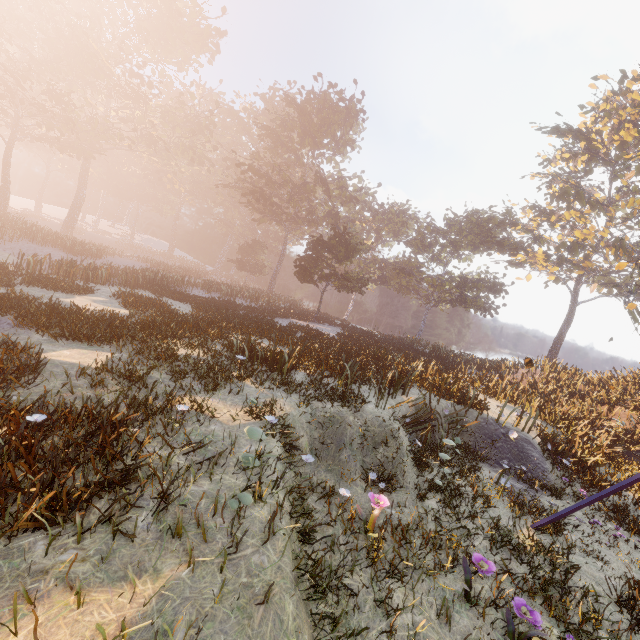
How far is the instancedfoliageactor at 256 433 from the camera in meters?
3.6 m

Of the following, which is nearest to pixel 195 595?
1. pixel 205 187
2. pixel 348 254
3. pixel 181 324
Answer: pixel 181 324

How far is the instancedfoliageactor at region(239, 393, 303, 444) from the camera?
3.59m
